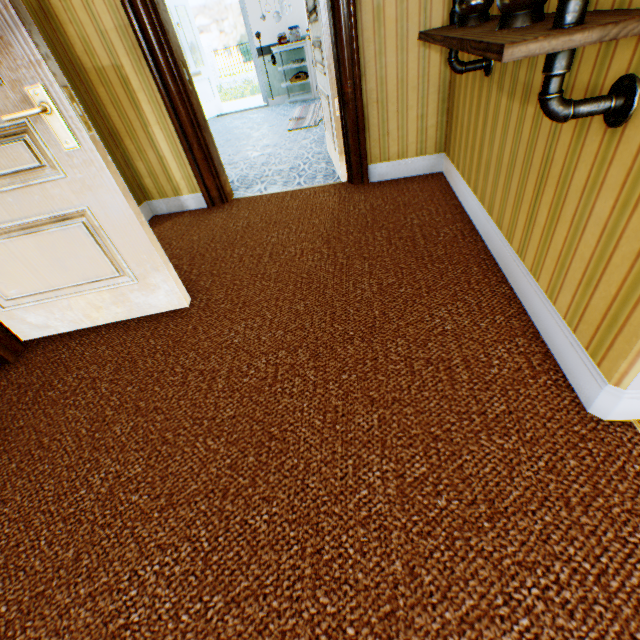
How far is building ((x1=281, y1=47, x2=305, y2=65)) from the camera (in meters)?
7.15

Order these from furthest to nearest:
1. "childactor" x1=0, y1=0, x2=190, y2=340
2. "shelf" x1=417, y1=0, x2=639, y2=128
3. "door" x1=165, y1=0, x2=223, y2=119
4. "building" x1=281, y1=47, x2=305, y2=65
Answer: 1. "building" x1=281, y1=47, x2=305, y2=65
2. "door" x1=165, y1=0, x2=223, y2=119
3. "childactor" x1=0, y1=0, x2=190, y2=340
4. "shelf" x1=417, y1=0, x2=639, y2=128

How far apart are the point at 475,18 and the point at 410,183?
1.5 meters

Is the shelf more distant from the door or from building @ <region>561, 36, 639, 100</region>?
the door

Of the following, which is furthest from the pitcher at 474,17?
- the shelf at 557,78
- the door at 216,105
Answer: the door at 216,105

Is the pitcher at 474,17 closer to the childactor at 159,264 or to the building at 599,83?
the building at 599,83

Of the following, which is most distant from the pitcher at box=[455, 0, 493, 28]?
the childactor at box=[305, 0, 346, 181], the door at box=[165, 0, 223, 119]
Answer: the door at box=[165, 0, 223, 119]

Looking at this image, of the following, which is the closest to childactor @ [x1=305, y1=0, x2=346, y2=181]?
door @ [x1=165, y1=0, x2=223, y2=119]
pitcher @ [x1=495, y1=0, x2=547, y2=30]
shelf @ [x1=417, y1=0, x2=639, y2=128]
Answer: shelf @ [x1=417, y1=0, x2=639, y2=128]
